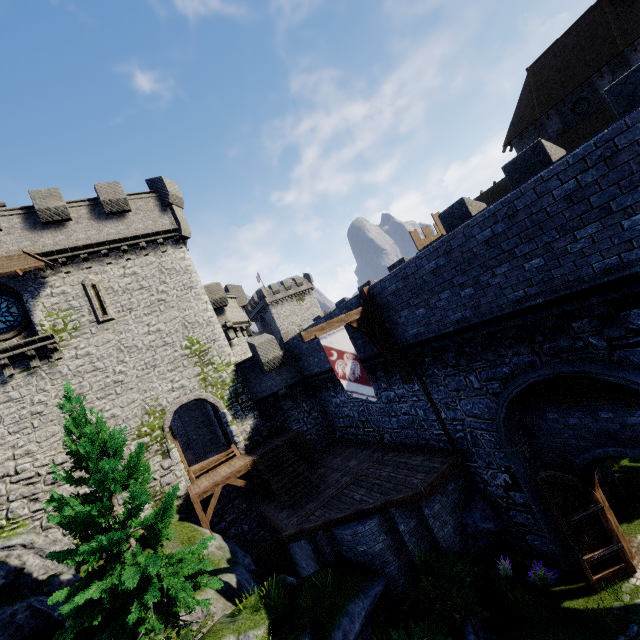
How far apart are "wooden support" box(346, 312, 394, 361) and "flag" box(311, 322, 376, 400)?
0.3 meters

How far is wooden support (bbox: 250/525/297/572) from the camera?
15.20m

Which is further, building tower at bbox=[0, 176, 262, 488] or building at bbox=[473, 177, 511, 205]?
building at bbox=[473, 177, 511, 205]

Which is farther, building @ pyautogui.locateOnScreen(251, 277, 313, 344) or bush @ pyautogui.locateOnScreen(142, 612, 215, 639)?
building @ pyautogui.locateOnScreen(251, 277, 313, 344)

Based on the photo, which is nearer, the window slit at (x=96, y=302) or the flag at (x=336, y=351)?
the flag at (x=336, y=351)

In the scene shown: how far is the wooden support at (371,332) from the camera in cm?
1192

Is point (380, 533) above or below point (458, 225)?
below

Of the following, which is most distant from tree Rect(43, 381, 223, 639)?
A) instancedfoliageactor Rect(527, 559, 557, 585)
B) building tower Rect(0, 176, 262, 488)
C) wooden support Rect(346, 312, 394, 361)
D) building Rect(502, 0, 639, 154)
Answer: building Rect(502, 0, 639, 154)
